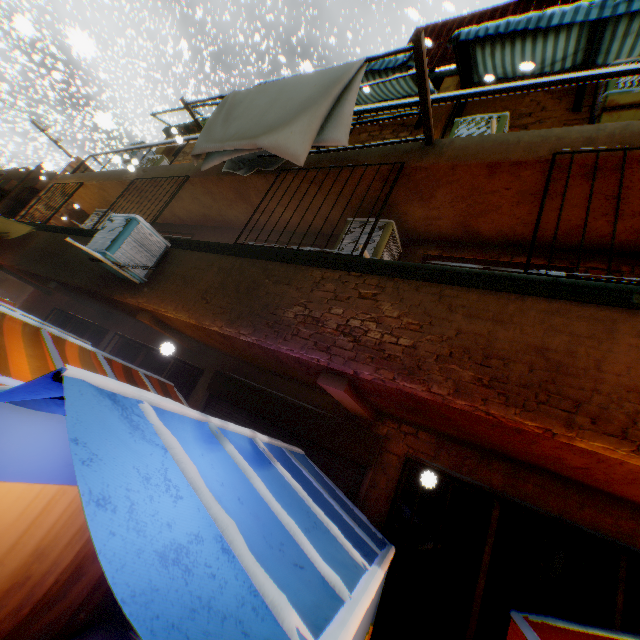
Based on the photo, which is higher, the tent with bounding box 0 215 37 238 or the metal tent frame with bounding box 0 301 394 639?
the tent with bounding box 0 215 37 238

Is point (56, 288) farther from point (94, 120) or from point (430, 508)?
point (94, 120)

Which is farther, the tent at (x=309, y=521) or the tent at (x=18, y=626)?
the tent at (x=309, y=521)

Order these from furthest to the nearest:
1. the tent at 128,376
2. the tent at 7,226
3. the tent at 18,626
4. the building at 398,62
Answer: the tent at 7,226, the building at 398,62, the tent at 128,376, the tent at 18,626

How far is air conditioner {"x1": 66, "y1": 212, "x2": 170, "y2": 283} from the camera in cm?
494

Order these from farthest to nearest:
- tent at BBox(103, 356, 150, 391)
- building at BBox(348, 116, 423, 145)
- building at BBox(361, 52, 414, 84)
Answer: building at BBox(348, 116, 423, 145), building at BBox(361, 52, 414, 84), tent at BBox(103, 356, 150, 391)

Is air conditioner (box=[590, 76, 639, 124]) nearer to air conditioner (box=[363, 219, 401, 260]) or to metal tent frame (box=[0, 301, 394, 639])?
air conditioner (box=[363, 219, 401, 260])

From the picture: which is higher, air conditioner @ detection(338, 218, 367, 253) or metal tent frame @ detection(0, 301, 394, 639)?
air conditioner @ detection(338, 218, 367, 253)
